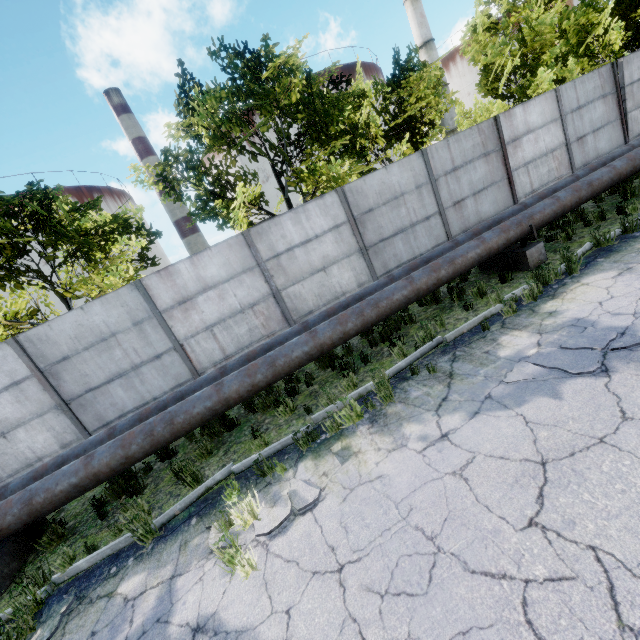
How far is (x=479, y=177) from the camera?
10.3m

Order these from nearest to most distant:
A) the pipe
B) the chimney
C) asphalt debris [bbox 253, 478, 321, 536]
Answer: asphalt debris [bbox 253, 478, 321, 536] → the pipe → the chimney

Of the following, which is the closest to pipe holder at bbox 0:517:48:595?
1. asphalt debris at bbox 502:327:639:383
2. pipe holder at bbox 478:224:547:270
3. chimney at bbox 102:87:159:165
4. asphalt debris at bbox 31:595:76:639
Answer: asphalt debris at bbox 31:595:76:639

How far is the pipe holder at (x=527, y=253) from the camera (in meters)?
7.54

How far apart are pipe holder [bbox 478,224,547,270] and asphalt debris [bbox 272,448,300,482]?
6.8m

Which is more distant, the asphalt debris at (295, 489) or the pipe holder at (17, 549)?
the pipe holder at (17, 549)

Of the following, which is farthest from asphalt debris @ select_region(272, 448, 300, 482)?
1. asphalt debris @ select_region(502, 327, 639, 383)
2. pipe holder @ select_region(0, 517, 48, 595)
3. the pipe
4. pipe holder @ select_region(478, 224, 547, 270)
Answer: pipe holder @ select_region(478, 224, 547, 270)
